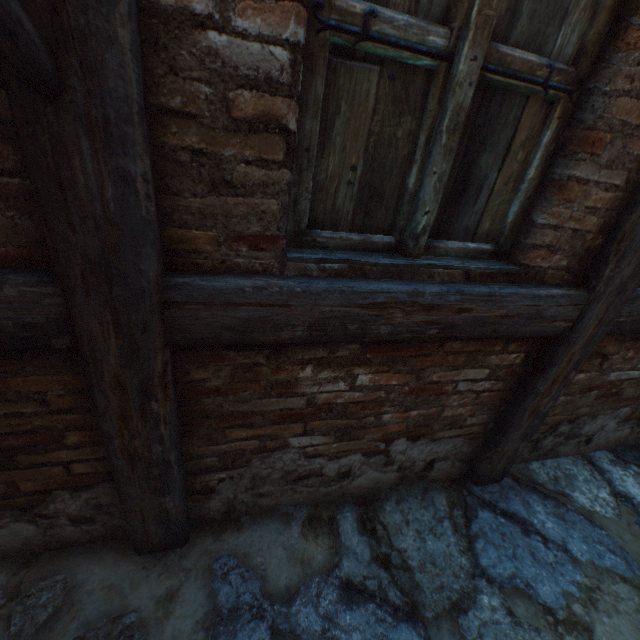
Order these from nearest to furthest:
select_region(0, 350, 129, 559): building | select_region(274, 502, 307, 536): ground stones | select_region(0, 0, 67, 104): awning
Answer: select_region(0, 0, 67, 104): awning < select_region(0, 350, 129, 559): building < select_region(274, 502, 307, 536): ground stones

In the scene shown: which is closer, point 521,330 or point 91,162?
point 91,162

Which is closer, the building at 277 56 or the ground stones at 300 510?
the building at 277 56

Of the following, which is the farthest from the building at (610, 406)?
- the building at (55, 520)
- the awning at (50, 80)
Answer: the building at (55, 520)

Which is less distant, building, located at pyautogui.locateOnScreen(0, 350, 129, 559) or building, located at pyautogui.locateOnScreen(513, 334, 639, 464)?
building, located at pyautogui.locateOnScreen(0, 350, 129, 559)

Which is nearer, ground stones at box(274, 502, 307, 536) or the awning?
the awning

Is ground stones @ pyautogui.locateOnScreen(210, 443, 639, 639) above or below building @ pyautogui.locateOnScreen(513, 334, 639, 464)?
below
